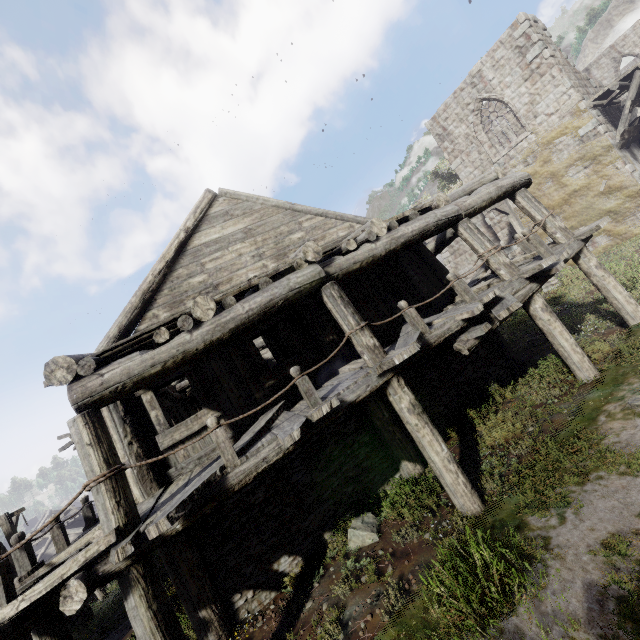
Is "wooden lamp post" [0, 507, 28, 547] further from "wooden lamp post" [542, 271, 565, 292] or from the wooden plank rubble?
the wooden plank rubble

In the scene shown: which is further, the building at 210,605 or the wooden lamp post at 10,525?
the wooden lamp post at 10,525

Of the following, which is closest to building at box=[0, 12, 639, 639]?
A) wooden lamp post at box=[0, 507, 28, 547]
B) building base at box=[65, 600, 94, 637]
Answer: building base at box=[65, 600, 94, 637]

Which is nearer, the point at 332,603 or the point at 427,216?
the point at 332,603

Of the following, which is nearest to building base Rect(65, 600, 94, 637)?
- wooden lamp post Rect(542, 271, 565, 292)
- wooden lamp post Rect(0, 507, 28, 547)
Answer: A: wooden lamp post Rect(0, 507, 28, 547)

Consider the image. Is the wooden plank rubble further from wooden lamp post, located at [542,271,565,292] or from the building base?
the building base

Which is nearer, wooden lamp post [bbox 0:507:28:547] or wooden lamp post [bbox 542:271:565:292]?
wooden lamp post [bbox 0:507:28:547]

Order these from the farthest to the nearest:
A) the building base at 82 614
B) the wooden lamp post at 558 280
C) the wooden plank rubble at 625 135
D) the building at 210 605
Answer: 1. the wooden lamp post at 558 280
2. the wooden plank rubble at 625 135
3. the building base at 82 614
4. the building at 210 605
